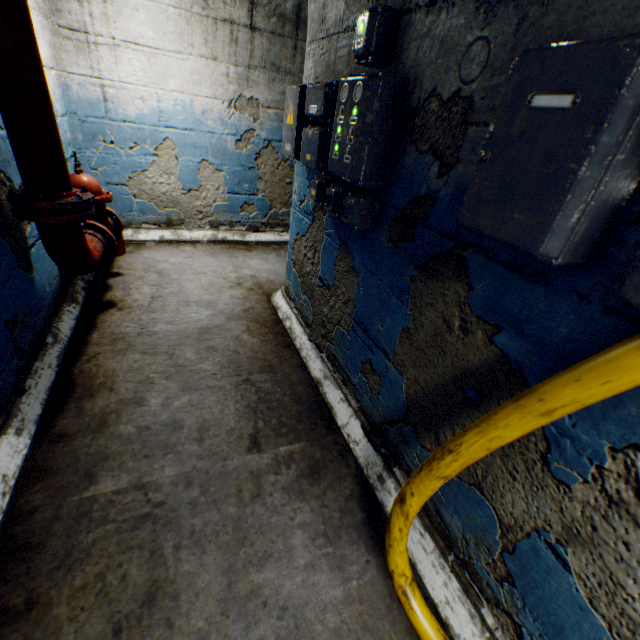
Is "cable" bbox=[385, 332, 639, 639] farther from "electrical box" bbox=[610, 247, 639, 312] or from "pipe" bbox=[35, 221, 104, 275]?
"pipe" bbox=[35, 221, 104, 275]

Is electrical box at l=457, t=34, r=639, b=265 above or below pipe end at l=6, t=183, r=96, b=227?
above

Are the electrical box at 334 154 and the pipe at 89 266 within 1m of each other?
no

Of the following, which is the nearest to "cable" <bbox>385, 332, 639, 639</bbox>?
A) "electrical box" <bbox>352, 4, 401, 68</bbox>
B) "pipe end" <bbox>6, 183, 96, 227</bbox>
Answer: "electrical box" <bbox>352, 4, 401, 68</bbox>

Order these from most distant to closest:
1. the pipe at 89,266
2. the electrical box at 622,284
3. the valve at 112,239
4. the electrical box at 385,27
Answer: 1. the valve at 112,239
2. the pipe at 89,266
3. the electrical box at 385,27
4. the electrical box at 622,284

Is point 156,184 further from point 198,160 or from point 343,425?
point 343,425

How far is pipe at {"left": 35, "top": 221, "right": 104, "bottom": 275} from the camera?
1.9m

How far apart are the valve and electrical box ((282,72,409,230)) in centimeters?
194cm
